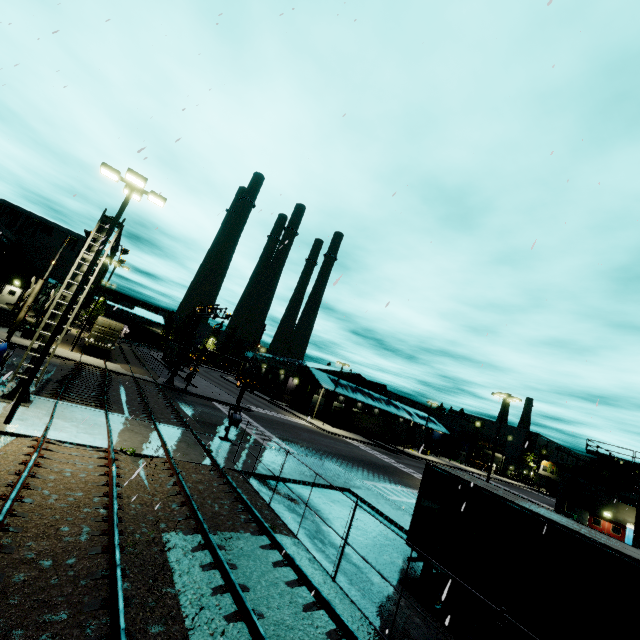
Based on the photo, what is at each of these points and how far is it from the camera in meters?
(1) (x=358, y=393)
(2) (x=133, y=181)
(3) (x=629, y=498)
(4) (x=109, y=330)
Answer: (1) building, 59.8
(2) light, 12.4
(3) vent duct, 26.9
(4) cargo container door, 34.8

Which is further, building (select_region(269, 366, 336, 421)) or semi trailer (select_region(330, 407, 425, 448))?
building (select_region(269, 366, 336, 421))

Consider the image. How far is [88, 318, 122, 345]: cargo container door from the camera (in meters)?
34.06

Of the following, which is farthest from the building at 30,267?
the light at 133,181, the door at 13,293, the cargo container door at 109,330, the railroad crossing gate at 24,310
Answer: the light at 133,181

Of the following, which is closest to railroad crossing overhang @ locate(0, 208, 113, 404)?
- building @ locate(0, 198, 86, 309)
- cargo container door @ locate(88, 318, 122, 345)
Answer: building @ locate(0, 198, 86, 309)

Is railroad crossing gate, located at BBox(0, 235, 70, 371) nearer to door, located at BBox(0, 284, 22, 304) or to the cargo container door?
door, located at BBox(0, 284, 22, 304)

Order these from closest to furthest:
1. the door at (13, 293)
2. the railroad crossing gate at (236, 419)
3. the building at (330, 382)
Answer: the railroad crossing gate at (236, 419) → the door at (13, 293) → the building at (330, 382)

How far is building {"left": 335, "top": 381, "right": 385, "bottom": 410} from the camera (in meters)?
54.89
